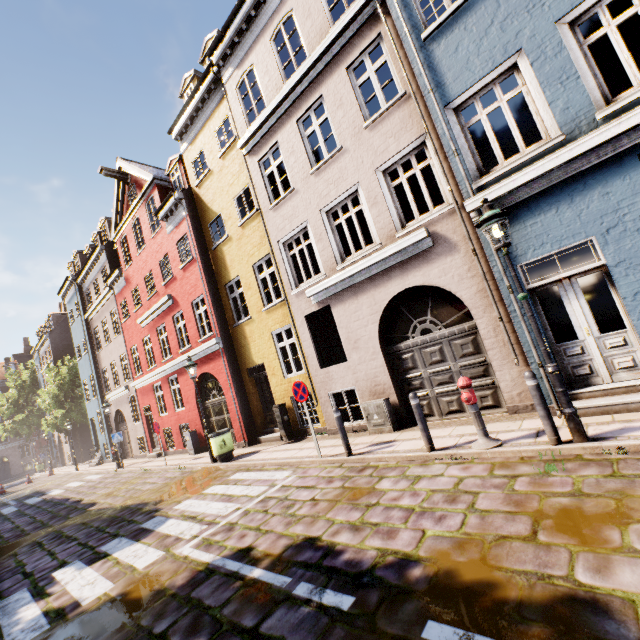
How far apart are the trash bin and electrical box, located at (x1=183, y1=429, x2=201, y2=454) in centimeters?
391cm

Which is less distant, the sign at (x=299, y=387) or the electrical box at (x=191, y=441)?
the sign at (x=299, y=387)

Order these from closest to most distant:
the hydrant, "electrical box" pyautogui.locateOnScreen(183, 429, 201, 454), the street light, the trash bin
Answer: the street light
the hydrant
the trash bin
"electrical box" pyautogui.locateOnScreen(183, 429, 201, 454)

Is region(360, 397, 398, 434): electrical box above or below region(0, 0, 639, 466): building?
below

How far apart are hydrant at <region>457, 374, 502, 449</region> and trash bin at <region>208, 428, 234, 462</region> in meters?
8.1

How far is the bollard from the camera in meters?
4.7

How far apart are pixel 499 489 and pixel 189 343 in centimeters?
2166cm

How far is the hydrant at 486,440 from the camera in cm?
539
